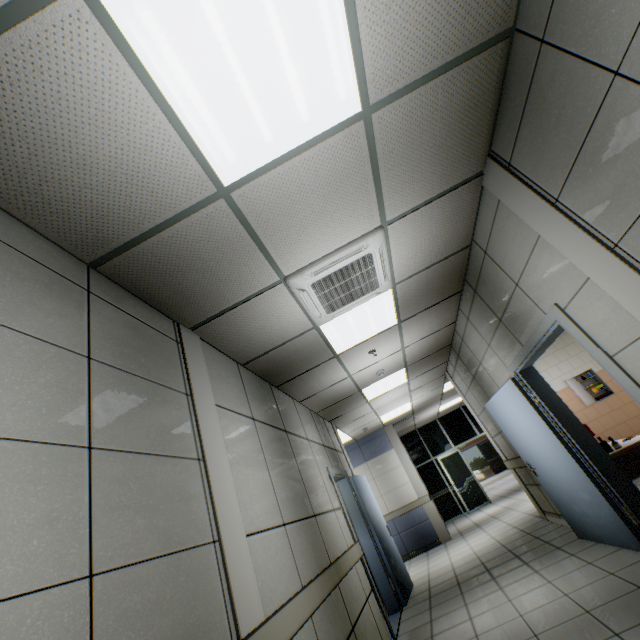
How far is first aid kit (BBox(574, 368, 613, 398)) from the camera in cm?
661

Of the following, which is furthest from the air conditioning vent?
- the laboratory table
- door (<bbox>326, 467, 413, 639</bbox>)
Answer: the laboratory table

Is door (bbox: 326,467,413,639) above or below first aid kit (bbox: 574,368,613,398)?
below

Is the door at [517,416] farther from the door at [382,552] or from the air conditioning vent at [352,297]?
the door at [382,552]

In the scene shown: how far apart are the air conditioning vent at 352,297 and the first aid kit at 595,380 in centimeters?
575cm

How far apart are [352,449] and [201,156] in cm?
Answer: 992

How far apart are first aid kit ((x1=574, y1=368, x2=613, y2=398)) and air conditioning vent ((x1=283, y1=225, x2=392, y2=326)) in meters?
5.7

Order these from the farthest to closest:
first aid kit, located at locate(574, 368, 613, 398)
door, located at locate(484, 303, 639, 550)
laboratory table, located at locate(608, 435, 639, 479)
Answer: first aid kit, located at locate(574, 368, 613, 398) < laboratory table, located at locate(608, 435, 639, 479) < door, located at locate(484, 303, 639, 550)
